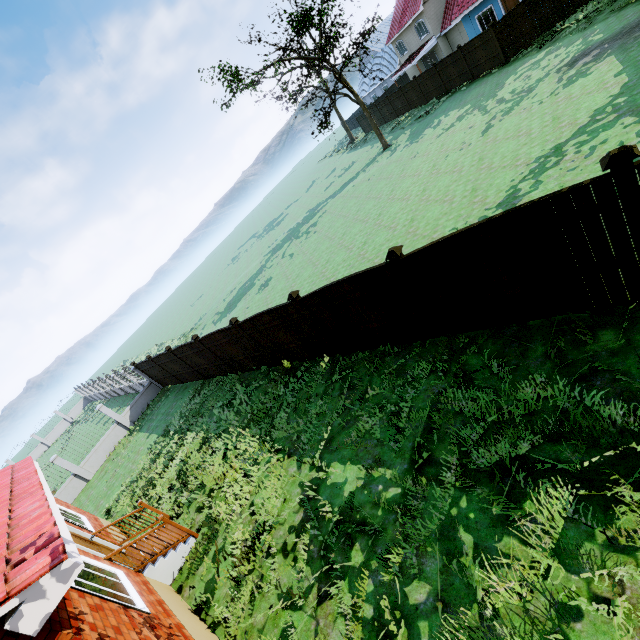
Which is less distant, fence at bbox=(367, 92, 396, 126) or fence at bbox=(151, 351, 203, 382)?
fence at bbox=(151, 351, 203, 382)

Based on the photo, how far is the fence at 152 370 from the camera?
18.8 meters

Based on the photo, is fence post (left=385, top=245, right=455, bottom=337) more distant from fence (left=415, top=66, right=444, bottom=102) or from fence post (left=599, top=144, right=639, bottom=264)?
fence post (left=599, top=144, right=639, bottom=264)

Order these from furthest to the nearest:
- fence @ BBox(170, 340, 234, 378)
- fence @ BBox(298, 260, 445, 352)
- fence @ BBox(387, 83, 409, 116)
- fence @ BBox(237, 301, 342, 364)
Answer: fence @ BBox(387, 83, 409, 116) → fence @ BBox(170, 340, 234, 378) → fence @ BBox(237, 301, 342, 364) → fence @ BBox(298, 260, 445, 352)

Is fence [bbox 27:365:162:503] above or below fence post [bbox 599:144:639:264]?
below

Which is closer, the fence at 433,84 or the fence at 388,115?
the fence at 433,84

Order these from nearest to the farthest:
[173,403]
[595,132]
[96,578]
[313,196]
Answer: [96,578], [595,132], [173,403], [313,196]
